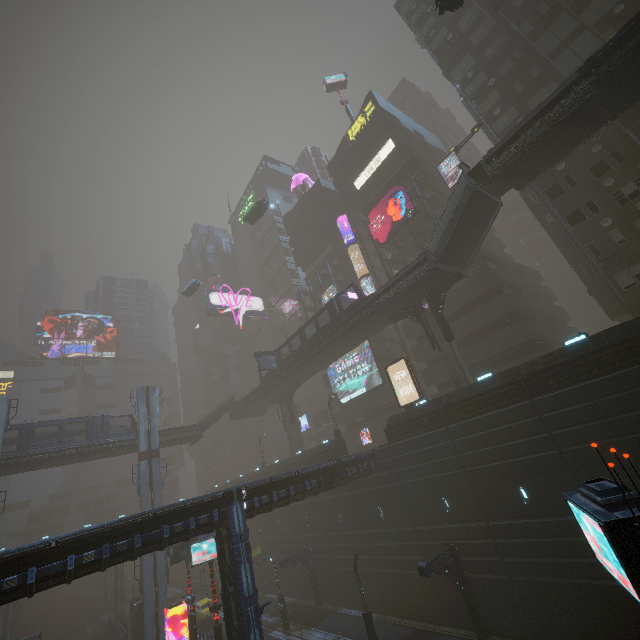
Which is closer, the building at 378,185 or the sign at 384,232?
the sign at 384,232

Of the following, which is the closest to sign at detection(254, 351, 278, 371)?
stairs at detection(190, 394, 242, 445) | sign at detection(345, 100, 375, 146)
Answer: stairs at detection(190, 394, 242, 445)

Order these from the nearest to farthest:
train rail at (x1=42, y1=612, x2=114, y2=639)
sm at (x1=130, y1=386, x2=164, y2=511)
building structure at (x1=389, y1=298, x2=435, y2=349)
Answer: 1. building structure at (x1=389, y1=298, x2=435, y2=349)
2. sm at (x1=130, y1=386, x2=164, y2=511)
3. train rail at (x1=42, y1=612, x2=114, y2=639)

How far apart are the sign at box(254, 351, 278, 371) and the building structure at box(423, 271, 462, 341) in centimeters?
2104cm

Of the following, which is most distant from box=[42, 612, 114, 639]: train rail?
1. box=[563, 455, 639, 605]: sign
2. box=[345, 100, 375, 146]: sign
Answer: box=[345, 100, 375, 146]: sign

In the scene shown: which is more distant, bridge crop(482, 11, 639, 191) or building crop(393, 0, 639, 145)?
building crop(393, 0, 639, 145)

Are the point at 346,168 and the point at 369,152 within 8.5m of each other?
yes

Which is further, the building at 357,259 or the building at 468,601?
the building at 357,259
